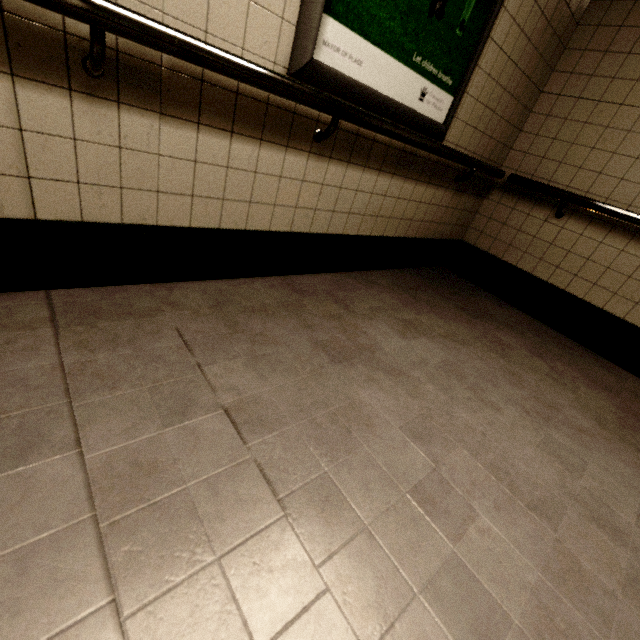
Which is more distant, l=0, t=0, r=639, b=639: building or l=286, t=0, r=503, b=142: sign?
l=286, t=0, r=503, b=142: sign

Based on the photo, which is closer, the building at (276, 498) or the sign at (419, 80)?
the building at (276, 498)

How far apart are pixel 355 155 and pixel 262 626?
2.0m
